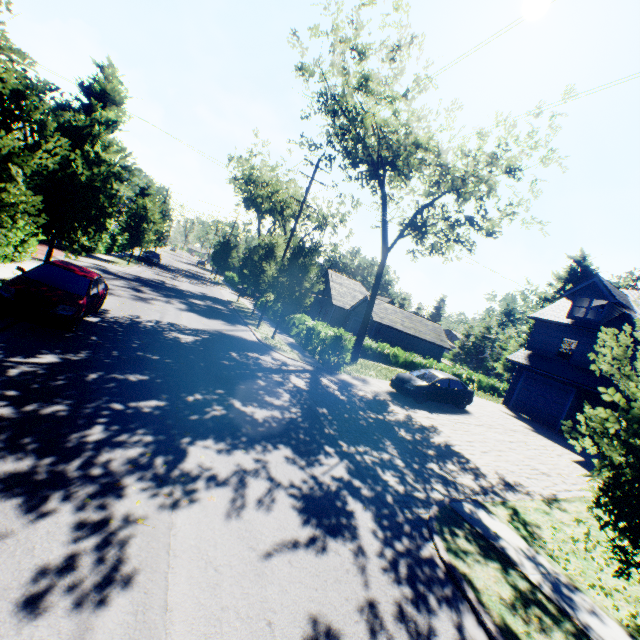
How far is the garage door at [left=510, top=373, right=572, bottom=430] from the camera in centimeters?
2083cm

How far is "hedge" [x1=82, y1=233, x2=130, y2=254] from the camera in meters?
27.8

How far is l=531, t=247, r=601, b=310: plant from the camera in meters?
45.9

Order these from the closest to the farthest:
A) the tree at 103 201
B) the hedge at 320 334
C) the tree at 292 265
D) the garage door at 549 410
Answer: the tree at 103 201
the hedge at 320 334
the tree at 292 265
the garage door at 549 410

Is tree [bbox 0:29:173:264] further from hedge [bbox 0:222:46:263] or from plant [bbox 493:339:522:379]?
plant [bbox 493:339:522:379]

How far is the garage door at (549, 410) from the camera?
20.8 meters

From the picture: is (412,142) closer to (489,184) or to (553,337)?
(489,184)

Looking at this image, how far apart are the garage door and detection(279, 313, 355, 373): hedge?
13.6m
